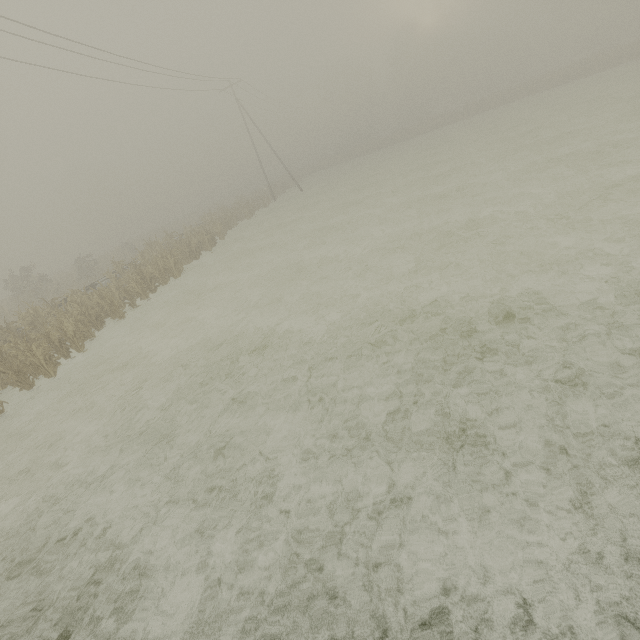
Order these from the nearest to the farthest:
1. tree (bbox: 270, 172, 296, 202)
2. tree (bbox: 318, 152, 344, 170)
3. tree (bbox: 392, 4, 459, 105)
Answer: tree (bbox: 270, 172, 296, 202), tree (bbox: 392, 4, 459, 105), tree (bbox: 318, 152, 344, 170)

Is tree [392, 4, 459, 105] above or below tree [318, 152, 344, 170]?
above

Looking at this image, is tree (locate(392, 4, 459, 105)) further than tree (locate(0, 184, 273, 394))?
Yes

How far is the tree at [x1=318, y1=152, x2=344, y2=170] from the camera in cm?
5767

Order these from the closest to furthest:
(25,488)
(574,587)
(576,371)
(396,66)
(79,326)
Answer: (574,587) < (576,371) < (25,488) < (79,326) < (396,66)

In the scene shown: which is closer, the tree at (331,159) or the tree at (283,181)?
the tree at (283,181)

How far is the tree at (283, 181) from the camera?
43.3 meters
